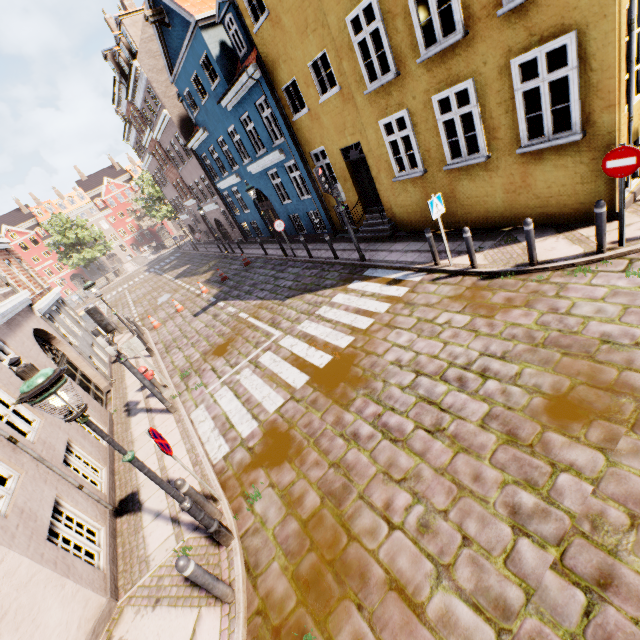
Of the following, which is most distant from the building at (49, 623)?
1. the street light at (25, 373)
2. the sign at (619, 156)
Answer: the street light at (25, 373)

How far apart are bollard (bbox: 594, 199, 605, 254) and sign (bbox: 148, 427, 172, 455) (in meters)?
8.65

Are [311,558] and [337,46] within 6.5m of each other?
no

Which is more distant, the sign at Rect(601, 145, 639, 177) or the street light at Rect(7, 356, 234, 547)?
the sign at Rect(601, 145, 639, 177)

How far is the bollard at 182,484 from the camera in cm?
492

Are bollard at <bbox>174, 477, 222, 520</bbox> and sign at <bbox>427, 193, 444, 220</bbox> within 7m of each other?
no

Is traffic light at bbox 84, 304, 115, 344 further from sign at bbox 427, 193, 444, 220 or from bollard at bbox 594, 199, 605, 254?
bollard at bbox 594, 199, 605, 254

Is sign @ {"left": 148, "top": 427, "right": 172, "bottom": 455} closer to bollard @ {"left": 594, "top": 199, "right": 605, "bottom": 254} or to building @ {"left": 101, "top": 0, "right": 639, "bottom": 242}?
building @ {"left": 101, "top": 0, "right": 639, "bottom": 242}
